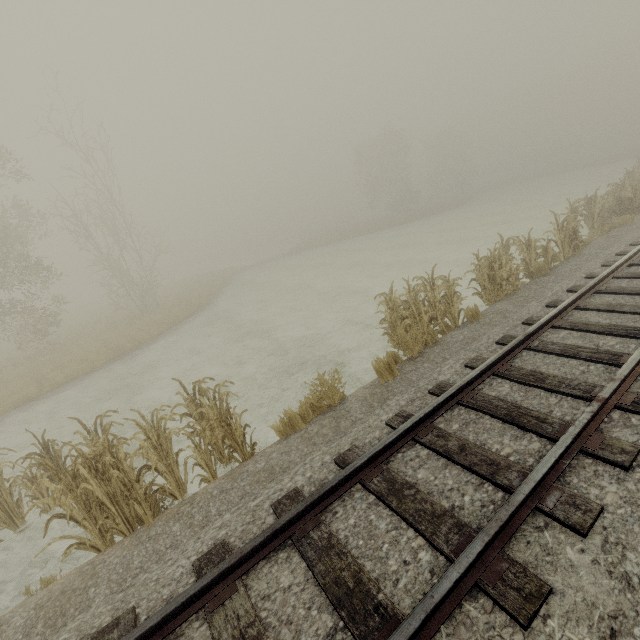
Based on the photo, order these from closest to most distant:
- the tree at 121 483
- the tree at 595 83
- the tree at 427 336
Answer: the tree at 121 483 → the tree at 427 336 → the tree at 595 83

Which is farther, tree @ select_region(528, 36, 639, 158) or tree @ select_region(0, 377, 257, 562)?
tree @ select_region(528, 36, 639, 158)

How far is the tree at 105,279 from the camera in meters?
19.8 m

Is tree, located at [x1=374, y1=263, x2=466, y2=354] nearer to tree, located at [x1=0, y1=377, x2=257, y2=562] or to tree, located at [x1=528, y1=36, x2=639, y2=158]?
tree, located at [x1=0, y1=377, x2=257, y2=562]

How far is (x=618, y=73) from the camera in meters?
52.0 m

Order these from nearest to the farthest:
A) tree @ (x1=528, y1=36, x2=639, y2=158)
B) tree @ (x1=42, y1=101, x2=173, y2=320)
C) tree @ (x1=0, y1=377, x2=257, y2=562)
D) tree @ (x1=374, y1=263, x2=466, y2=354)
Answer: tree @ (x1=0, y1=377, x2=257, y2=562) → tree @ (x1=374, y1=263, x2=466, y2=354) → tree @ (x1=42, y1=101, x2=173, y2=320) → tree @ (x1=528, y1=36, x2=639, y2=158)

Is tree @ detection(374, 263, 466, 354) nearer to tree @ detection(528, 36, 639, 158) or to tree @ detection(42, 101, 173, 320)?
tree @ detection(42, 101, 173, 320)

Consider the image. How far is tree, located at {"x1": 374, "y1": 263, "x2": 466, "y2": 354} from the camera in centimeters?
720cm
